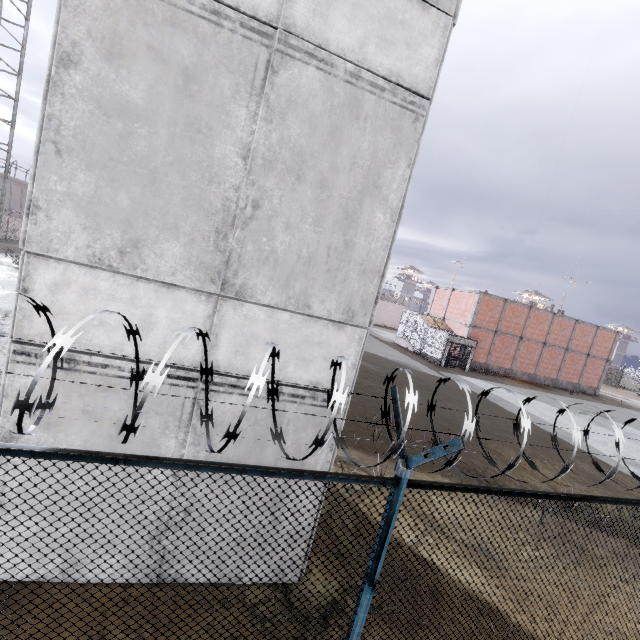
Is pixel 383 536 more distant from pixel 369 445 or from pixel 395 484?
pixel 369 445

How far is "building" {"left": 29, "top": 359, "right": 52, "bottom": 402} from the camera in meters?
3.6

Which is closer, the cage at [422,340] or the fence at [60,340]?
the fence at [60,340]

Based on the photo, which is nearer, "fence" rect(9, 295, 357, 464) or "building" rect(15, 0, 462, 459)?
"fence" rect(9, 295, 357, 464)

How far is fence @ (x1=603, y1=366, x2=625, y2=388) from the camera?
48.50m

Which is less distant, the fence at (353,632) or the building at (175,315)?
the fence at (353,632)

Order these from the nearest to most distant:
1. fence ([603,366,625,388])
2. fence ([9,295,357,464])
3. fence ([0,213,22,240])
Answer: fence ([9,295,357,464]), fence ([0,213,22,240]), fence ([603,366,625,388])

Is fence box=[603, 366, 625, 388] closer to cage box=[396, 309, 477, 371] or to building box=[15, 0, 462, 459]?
building box=[15, 0, 462, 459]
